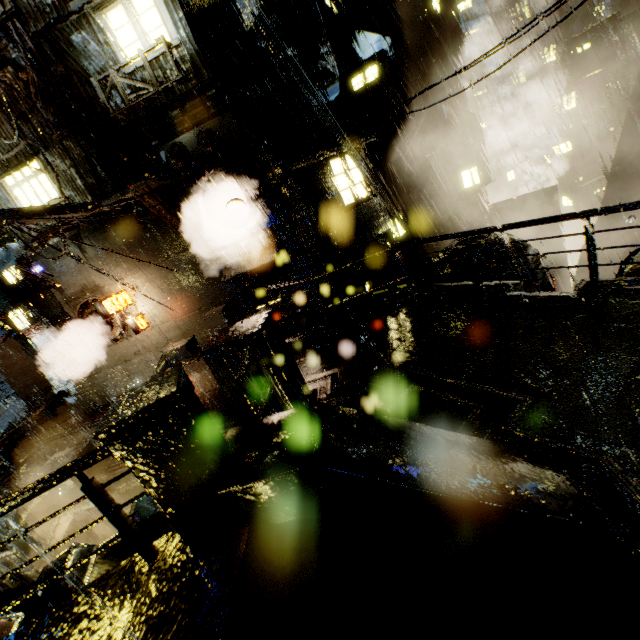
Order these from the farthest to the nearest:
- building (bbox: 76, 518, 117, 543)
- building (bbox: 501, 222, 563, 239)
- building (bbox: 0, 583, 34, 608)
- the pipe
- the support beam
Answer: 1. building (bbox: 501, 222, 563, 239)
2. the pipe
3. building (bbox: 0, 583, 34, 608)
4. building (bbox: 76, 518, 117, 543)
5. the support beam

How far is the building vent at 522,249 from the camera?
14.3m

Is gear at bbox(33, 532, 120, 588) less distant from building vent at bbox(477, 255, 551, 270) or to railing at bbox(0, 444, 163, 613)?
railing at bbox(0, 444, 163, 613)

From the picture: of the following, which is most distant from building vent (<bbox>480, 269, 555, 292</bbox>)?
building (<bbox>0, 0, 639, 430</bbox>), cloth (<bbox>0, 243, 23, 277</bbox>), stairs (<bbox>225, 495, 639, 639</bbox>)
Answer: cloth (<bbox>0, 243, 23, 277</bbox>)

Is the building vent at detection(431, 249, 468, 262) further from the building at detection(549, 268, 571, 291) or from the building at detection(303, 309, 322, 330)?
the building at detection(549, 268, 571, 291)

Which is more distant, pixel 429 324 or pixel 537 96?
pixel 537 96

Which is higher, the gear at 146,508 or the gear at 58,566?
the gear at 146,508

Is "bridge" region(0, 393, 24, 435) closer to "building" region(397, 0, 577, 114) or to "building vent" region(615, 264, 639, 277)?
"building" region(397, 0, 577, 114)
